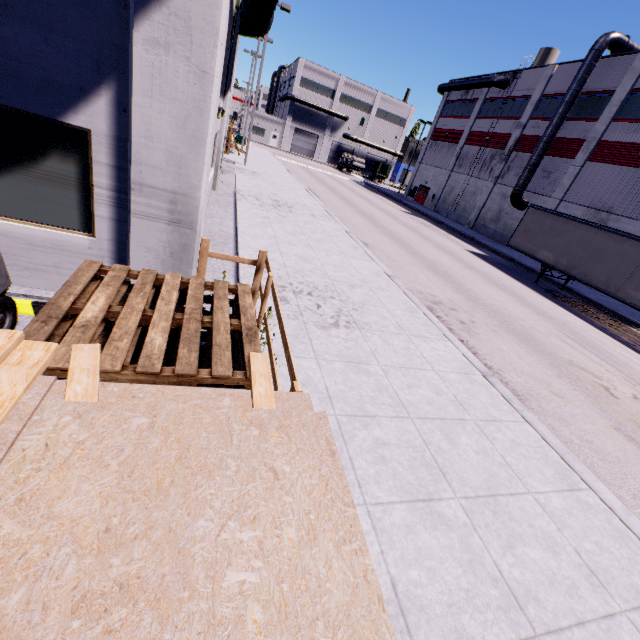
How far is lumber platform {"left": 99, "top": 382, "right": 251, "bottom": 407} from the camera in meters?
1.8

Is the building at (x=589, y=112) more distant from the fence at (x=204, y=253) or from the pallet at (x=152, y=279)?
the pallet at (x=152, y=279)

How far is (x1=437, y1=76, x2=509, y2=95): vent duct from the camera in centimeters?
3287cm

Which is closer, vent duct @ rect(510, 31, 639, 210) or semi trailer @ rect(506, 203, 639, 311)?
semi trailer @ rect(506, 203, 639, 311)

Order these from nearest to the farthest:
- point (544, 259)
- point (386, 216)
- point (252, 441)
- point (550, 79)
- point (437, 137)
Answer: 1. point (252, 441)
2. point (544, 259)
3. point (386, 216)
4. point (550, 79)
5. point (437, 137)

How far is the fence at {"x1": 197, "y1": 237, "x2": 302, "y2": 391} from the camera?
3.41m

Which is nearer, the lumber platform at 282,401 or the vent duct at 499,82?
the lumber platform at 282,401
